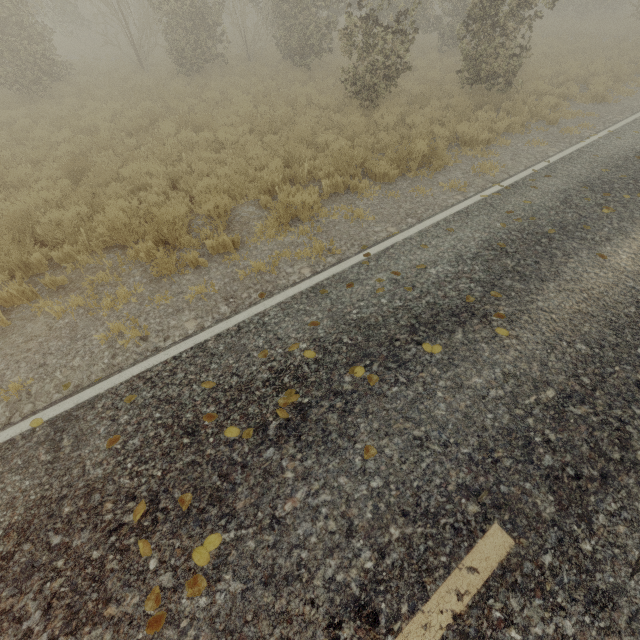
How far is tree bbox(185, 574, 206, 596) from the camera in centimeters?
237cm

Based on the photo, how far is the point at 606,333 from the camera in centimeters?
388cm

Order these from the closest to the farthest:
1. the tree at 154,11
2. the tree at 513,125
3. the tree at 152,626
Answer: the tree at 152,626 < the tree at 513,125 < the tree at 154,11

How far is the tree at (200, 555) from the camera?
2.5m

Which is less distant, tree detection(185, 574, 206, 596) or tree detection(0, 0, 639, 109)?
tree detection(185, 574, 206, 596)

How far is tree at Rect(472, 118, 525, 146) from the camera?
8.59m
